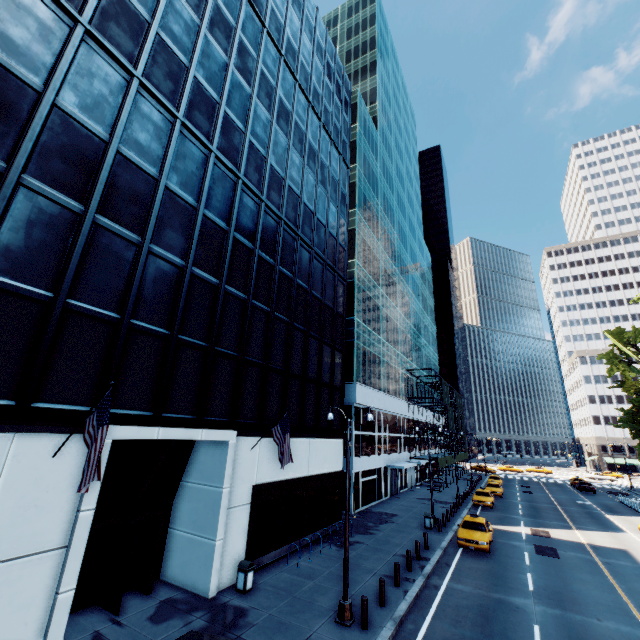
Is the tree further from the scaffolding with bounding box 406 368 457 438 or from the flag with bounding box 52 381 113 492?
the flag with bounding box 52 381 113 492

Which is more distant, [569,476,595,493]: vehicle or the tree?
the tree

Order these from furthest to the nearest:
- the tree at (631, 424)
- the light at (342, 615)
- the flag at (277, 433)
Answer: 1. the tree at (631, 424)
2. the flag at (277, 433)
3. the light at (342, 615)

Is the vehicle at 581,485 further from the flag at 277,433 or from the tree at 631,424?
the flag at 277,433

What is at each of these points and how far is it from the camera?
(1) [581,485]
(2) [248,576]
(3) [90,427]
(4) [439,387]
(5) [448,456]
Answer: (1) vehicle, 47.5m
(2) garbage can, 13.3m
(3) flag, 8.5m
(4) scaffolding, 49.1m
(5) scaffolding, 47.7m

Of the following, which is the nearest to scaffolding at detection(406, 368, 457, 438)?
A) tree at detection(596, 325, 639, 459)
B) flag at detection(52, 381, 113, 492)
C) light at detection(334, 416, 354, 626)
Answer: tree at detection(596, 325, 639, 459)

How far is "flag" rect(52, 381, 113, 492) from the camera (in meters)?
7.78

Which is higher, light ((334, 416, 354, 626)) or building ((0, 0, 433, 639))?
building ((0, 0, 433, 639))
